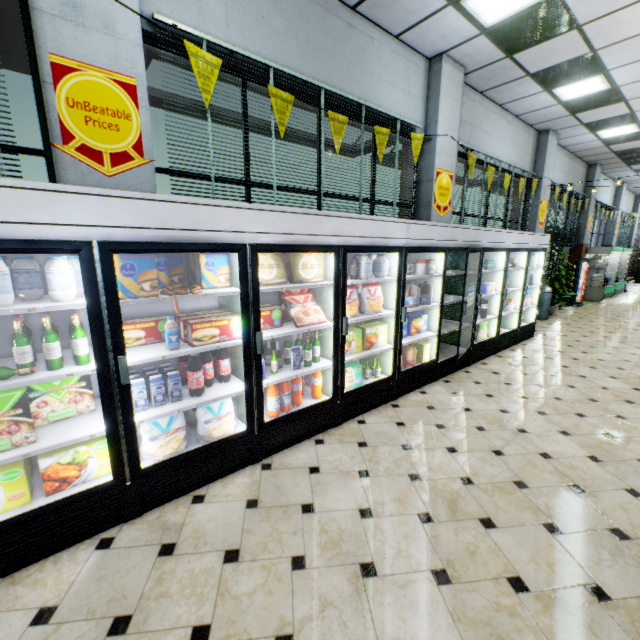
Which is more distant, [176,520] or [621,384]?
[621,384]

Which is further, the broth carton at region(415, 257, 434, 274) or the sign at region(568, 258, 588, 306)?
the sign at region(568, 258, 588, 306)

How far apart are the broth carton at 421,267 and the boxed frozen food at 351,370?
1.5m

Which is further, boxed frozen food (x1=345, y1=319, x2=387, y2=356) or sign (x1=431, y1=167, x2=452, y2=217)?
sign (x1=431, y1=167, x2=452, y2=217)

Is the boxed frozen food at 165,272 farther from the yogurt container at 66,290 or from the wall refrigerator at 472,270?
the wall refrigerator at 472,270

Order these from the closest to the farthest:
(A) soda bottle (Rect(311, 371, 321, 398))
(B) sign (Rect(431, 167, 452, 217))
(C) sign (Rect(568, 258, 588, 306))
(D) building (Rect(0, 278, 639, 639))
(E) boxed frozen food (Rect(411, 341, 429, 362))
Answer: (D) building (Rect(0, 278, 639, 639)) → (A) soda bottle (Rect(311, 371, 321, 398)) → (E) boxed frozen food (Rect(411, 341, 429, 362)) → (B) sign (Rect(431, 167, 452, 217)) → (C) sign (Rect(568, 258, 588, 306))

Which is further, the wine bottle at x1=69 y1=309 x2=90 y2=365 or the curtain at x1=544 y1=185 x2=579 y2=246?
Result: the curtain at x1=544 y1=185 x2=579 y2=246

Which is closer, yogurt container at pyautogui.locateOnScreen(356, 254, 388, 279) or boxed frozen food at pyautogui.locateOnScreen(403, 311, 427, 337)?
yogurt container at pyautogui.locateOnScreen(356, 254, 388, 279)
